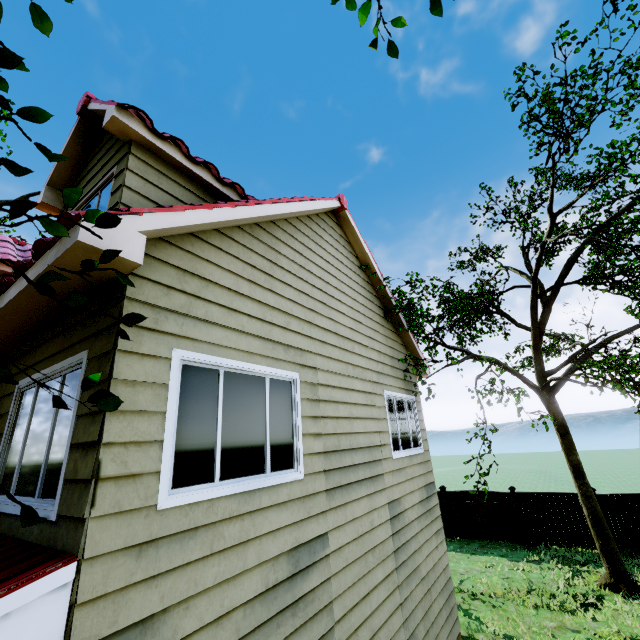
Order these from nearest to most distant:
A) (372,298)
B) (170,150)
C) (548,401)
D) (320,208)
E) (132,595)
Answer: (132,595), (170,150), (320,208), (372,298), (548,401)

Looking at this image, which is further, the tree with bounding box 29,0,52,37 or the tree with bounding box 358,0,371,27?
the tree with bounding box 358,0,371,27

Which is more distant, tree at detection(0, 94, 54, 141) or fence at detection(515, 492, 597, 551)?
fence at detection(515, 492, 597, 551)

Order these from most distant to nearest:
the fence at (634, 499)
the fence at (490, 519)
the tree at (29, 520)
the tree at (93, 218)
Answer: the fence at (490, 519) → the fence at (634, 499) → the tree at (93, 218) → the tree at (29, 520)

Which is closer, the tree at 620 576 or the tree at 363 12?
the tree at 363 12

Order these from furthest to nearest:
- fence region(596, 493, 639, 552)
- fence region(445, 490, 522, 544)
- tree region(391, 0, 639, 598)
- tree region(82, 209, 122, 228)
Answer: fence region(445, 490, 522, 544) → fence region(596, 493, 639, 552) → tree region(391, 0, 639, 598) → tree region(82, 209, 122, 228)

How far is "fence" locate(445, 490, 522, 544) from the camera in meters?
13.3
